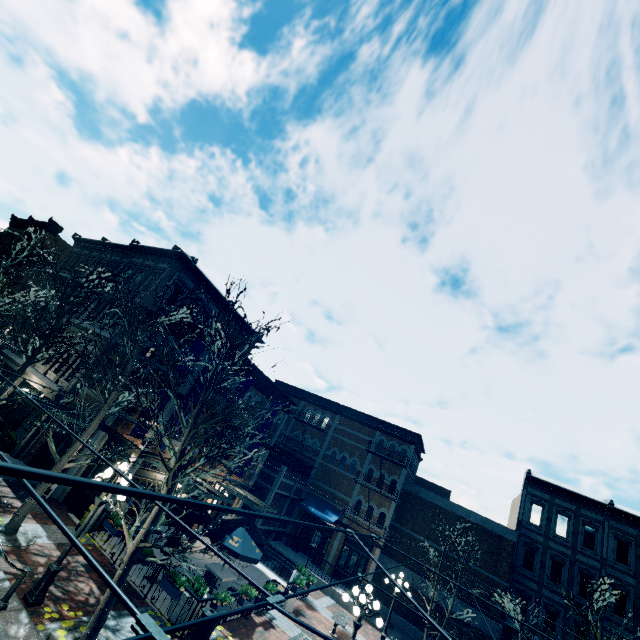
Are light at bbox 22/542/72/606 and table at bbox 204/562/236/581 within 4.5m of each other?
no

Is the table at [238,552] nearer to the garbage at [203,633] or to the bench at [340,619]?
the garbage at [203,633]

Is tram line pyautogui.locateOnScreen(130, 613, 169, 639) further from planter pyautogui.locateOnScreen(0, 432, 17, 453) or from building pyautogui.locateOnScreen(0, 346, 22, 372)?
planter pyautogui.locateOnScreen(0, 432, 17, 453)

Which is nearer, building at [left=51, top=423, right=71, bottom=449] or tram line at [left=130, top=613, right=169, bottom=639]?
tram line at [left=130, top=613, right=169, bottom=639]

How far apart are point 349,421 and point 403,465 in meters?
6.3

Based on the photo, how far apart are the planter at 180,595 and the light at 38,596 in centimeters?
326cm

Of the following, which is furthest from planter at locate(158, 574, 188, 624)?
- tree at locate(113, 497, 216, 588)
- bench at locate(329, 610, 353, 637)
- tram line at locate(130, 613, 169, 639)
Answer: A: tram line at locate(130, 613, 169, 639)

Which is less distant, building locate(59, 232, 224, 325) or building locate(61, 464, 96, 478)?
building locate(61, 464, 96, 478)
